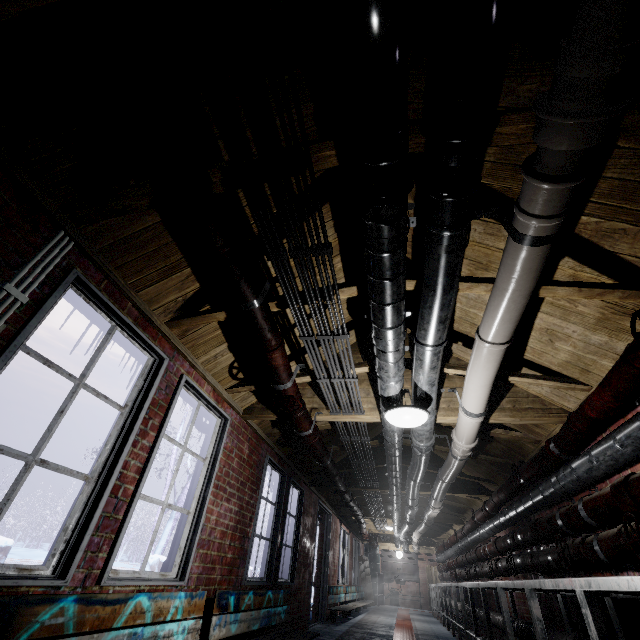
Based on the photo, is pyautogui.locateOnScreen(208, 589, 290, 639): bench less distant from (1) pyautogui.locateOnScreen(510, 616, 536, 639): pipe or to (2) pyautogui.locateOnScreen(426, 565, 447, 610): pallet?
(1) pyautogui.locateOnScreen(510, 616, 536, 639): pipe

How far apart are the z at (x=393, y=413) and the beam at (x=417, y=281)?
0.54m

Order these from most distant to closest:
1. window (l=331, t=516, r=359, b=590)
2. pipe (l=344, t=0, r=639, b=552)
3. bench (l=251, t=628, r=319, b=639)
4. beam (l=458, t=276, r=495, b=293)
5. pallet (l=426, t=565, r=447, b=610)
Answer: pallet (l=426, t=565, r=447, b=610) → window (l=331, t=516, r=359, b=590) → bench (l=251, t=628, r=319, b=639) → beam (l=458, t=276, r=495, b=293) → pipe (l=344, t=0, r=639, b=552)

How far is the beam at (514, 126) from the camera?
1.3m

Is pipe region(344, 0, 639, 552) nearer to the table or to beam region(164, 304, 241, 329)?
beam region(164, 304, 241, 329)

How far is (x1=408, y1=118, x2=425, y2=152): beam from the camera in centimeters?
140cm

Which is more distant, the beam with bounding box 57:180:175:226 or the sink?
the sink

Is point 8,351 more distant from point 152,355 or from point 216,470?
point 216,470
